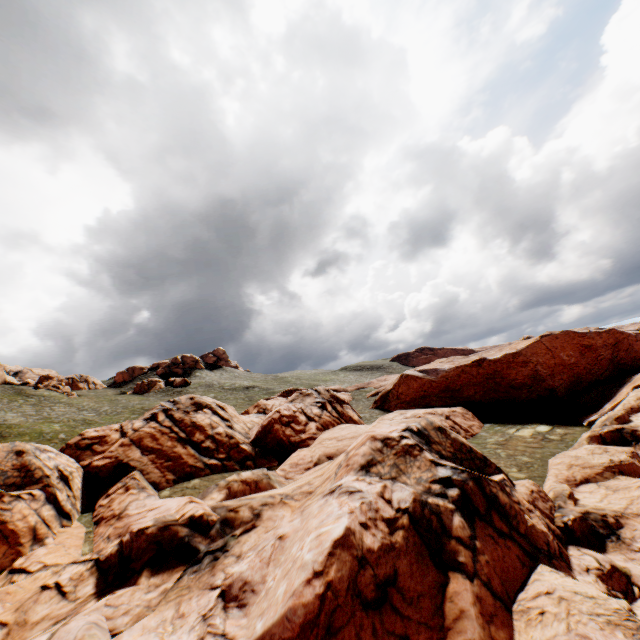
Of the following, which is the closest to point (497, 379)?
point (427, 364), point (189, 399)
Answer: point (427, 364)
